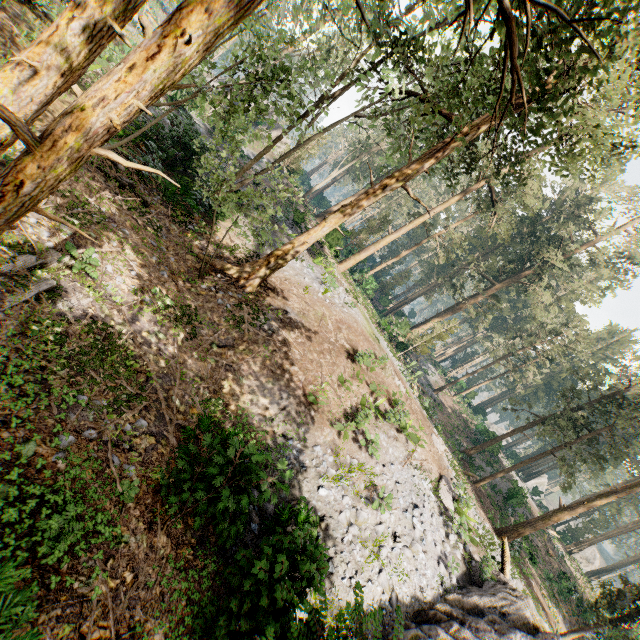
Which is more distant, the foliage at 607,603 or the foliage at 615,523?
the foliage at 615,523

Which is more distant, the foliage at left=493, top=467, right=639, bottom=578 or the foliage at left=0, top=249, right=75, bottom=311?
the foliage at left=493, top=467, right=639, bottom=578

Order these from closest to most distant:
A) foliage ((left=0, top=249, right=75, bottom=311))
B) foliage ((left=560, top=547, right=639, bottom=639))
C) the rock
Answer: foliage ((left=0, top=249, right=75, bottom=311))
the rock
foliage ((left=560, top=547, right=639, bottom=639))

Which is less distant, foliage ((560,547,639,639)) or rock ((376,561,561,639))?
rock ((376,561,561,639))

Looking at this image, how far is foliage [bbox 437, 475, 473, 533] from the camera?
13.2m

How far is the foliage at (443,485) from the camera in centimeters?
1320cm

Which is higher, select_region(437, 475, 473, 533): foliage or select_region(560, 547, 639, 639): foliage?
select_region(560, 547, 639, 639): foliage

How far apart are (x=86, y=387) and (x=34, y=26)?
17.5 meters
